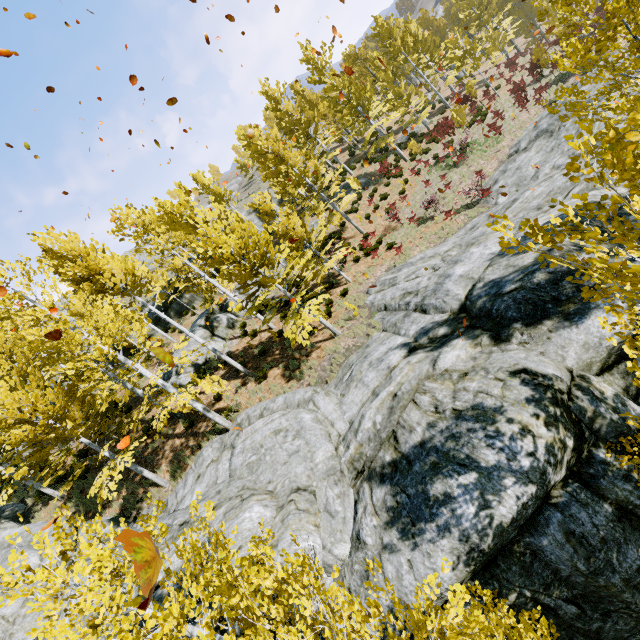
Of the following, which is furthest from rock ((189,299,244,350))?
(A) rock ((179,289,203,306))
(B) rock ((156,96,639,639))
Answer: (B) rock ((156,96,639,639))

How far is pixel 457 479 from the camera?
5.6m

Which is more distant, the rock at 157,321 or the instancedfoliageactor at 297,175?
the rock at 157,321

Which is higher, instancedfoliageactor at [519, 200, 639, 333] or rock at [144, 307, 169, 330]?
rock at [144, 307, 169, 330]

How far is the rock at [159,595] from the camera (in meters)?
6.22

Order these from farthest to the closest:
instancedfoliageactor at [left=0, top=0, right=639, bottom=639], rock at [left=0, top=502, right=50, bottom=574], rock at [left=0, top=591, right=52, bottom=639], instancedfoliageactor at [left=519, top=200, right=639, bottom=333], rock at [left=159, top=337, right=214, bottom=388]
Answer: rock at [left=159, top=337, right=214, bottom=388], rock at [left=0, top=502, right=50, bottom=574], rock at [left=0, top=591, right=52, bottom=639], instancedfoliageactor at [left=0, top=0, right=639, bottom=639], instancedfoliageactor at [left=519, top=200, right=639, bottom=333]

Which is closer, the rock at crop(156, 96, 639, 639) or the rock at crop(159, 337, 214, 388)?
the rock at crop(156, 96, 639, 639)

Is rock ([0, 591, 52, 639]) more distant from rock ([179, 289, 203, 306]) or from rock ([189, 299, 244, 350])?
rock ([189, 299, 244, 350])
